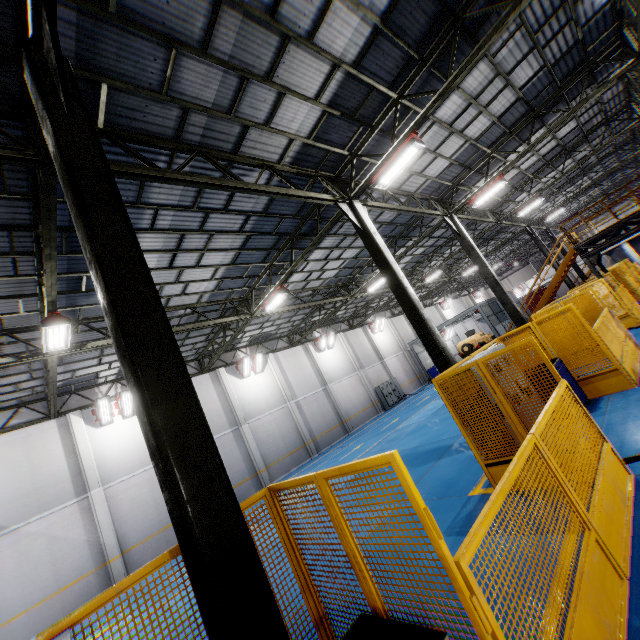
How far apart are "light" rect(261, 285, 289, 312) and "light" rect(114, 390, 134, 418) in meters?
8.6

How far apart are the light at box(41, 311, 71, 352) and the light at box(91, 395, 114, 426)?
7.6 meters

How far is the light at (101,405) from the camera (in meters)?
15.88

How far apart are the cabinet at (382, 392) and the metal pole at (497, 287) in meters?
15.2

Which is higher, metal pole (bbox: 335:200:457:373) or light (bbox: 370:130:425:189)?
light (bbox: 370:130:425:189)

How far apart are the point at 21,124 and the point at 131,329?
5.45m

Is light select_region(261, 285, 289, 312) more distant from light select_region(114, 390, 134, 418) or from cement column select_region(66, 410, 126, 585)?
cement column select_region(66, 410, 126, 585)

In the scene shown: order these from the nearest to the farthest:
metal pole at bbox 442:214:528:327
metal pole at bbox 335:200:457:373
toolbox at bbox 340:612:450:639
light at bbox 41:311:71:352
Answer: toolbox at bbox 340:612:450:639, light at bbox 41:311:71:352, metal pole at bbox 335:200:457:373, metal pole at bbox 442:214:528:327
